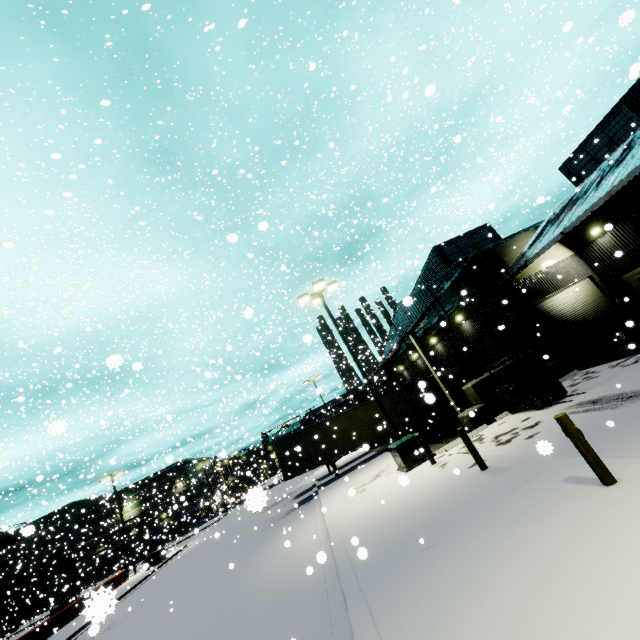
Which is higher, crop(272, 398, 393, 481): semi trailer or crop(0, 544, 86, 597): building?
crop(0, 544, 86, 597): building

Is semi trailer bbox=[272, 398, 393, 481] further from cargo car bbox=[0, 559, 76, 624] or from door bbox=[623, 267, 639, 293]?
door bbox=[623, 267, 639, 293]

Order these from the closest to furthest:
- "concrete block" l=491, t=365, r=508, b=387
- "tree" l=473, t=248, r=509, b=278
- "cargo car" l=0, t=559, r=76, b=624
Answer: "concrete block" l=491, t=365, r=508, b=387
"tree" l=473, t=248, r=509, b=278
"cargo car" l=0, t=559, r=76, b=624

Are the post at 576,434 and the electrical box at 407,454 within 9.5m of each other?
yes

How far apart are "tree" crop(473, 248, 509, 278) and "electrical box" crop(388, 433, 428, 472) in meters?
10.3 m

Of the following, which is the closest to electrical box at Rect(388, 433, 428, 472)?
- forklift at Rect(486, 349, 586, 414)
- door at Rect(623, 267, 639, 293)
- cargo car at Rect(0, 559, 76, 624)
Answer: forklift at Rect(486, 349, 586, 414)

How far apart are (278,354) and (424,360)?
14.4 meters

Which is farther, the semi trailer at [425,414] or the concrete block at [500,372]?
the semi trailer at [425,414]
